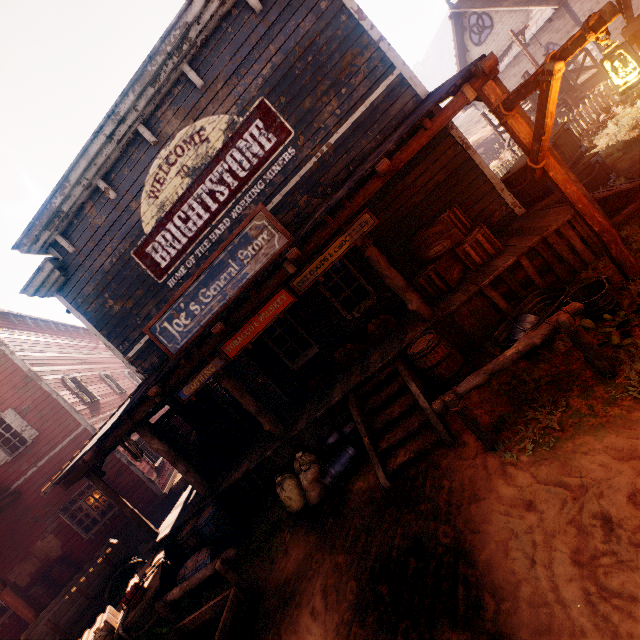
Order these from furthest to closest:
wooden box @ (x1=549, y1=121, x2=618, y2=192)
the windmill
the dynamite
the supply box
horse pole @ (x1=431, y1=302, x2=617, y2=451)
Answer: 1. the supply box
2. wooden box @ (x1=549, y1=121, x2=618, y2=192)
3. the windmill
4. the dynamite
5. horse pole @ (x1=431, y1=302, x2=617, y2=451)

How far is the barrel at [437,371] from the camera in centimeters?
528cm

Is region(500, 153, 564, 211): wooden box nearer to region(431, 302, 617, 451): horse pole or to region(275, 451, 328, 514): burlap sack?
region(431, 302, 617, 451): horse pole

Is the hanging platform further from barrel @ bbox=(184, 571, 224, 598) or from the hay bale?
the hay bale

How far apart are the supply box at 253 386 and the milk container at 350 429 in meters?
4.9 m

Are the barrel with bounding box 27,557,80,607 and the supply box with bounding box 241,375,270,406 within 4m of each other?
no

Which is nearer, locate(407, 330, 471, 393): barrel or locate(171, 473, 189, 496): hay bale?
locate(407, 330, 471, 393): barrel

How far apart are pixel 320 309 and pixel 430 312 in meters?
2.9
